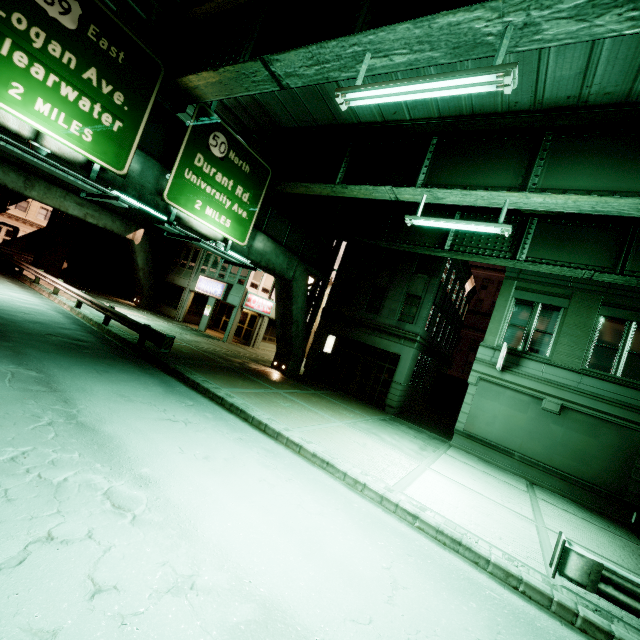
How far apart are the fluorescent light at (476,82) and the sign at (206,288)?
20.93m

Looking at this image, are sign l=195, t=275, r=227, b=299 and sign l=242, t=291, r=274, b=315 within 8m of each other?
yes

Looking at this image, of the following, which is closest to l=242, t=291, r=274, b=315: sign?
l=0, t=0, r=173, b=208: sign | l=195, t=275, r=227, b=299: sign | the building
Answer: the building

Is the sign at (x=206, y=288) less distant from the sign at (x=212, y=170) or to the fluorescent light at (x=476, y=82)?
the sign at (x=212, y=170)

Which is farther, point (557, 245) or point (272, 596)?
point (557, 245)

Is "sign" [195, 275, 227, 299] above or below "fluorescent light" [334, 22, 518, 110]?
below

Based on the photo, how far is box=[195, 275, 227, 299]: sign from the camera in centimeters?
2634cm

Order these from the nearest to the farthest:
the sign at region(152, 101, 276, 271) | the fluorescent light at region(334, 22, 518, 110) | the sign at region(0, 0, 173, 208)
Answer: the fluorescent light at region(334, 22, 518, 110), the sign at region(0, 0, 173, 208), the sign at region(152, 101, 276, 271)
